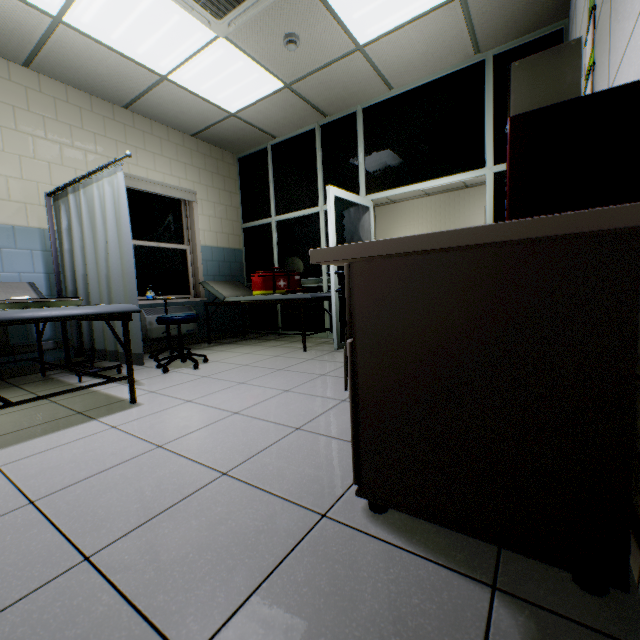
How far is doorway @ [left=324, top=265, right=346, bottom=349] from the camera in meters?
3.9

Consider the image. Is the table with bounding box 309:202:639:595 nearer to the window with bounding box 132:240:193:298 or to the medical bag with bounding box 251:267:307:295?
the medical bag with bounding box 251:267:307:295

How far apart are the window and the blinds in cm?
20

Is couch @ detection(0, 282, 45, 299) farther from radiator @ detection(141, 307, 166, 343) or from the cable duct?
radiator @ detection(141, 307, 166, 343)

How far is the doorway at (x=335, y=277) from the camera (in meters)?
3.88

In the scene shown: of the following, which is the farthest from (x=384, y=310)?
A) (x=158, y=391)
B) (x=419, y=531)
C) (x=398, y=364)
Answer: (x=158, y=391)

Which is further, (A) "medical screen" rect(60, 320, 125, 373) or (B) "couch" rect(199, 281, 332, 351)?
(B) "couch" rect(199, 281, 332, 351)

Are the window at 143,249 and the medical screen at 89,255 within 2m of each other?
yes
